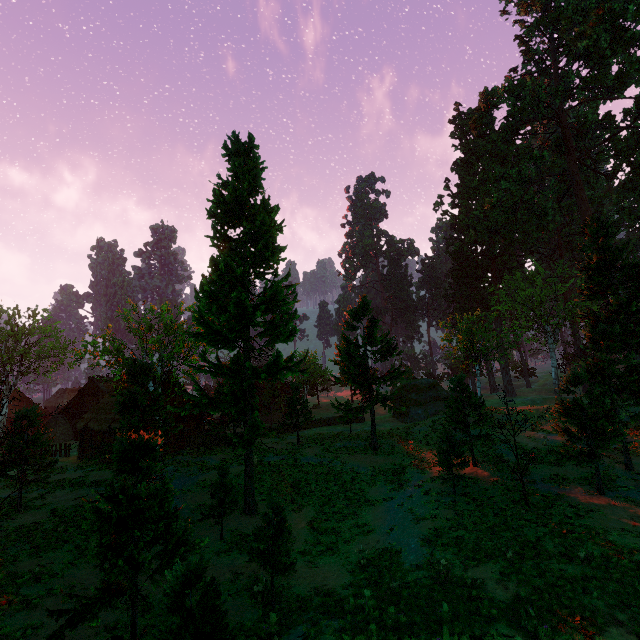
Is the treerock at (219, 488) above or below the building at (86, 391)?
below

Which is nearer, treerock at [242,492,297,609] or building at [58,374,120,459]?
treerock at [242,492,297,609]

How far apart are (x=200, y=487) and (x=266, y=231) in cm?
1817

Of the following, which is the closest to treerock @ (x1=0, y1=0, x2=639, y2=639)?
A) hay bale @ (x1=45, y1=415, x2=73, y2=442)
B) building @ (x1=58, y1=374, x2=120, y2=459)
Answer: building @ (x1=58, y1=374, x2=120, y2=459)

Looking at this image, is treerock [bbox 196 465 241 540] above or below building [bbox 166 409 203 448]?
below

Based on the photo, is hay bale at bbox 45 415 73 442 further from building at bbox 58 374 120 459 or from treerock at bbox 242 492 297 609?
treerock at bbox 242 492 297 609

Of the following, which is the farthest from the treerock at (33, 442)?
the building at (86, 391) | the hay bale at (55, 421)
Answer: the hay bale at (55, 421)

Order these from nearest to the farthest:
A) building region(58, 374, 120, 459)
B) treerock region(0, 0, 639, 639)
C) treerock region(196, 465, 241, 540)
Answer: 1. treerock region(0, 0, 639, 639)
2. treerock region(196, 465, 241, 540)
3. building region(58, 374, 120, 459)
